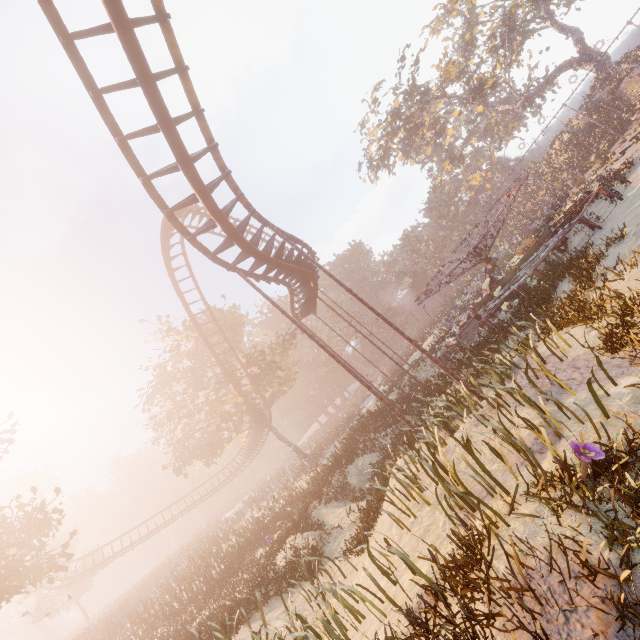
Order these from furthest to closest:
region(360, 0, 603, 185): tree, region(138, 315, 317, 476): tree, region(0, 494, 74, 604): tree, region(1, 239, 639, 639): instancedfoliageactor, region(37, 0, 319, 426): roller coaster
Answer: region(360, 0, 603, 185): tree, region(138, 315, 317, 476): tree, region(0, 494, 74, 604): tree, region(37, 0, 319, 426): roller coaster, region(1, 239, 639, 639): instancedfoliageactor

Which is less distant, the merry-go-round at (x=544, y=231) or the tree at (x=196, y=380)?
the merry-go-round at (x=544, y=231)

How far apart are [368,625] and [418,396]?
11.7 meters

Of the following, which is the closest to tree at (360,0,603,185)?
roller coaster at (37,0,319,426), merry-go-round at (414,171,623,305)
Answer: merry-go-round at (414,171,623,305)

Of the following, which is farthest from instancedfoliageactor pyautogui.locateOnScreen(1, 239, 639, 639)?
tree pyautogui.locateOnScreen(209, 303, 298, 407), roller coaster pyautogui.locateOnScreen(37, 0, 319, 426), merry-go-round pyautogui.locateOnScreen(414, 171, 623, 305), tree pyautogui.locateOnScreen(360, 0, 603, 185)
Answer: tree pyautogui.locateOnScreen(360, 0, 603, 185)

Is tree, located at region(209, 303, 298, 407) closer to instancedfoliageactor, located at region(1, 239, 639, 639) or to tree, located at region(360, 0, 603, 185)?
instancedfoliageactor, located at region(1, 239, 639, 639)

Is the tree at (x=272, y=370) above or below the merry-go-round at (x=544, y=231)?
above
